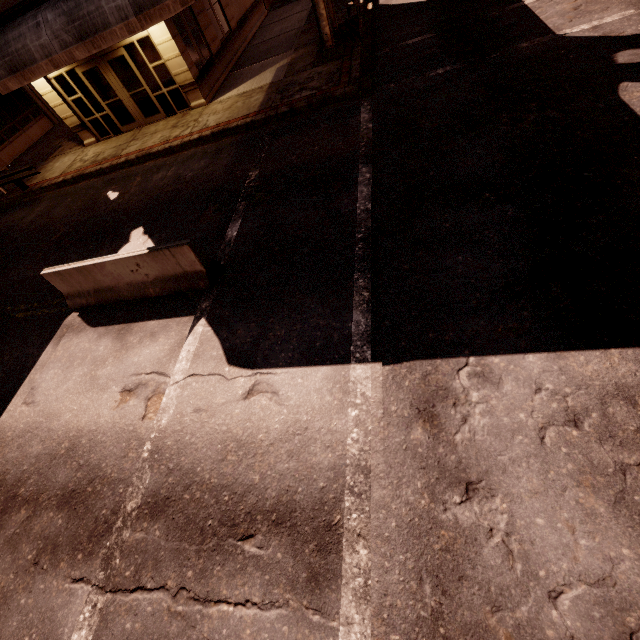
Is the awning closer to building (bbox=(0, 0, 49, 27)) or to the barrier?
building (bbox=(0, 0, 49, 27))

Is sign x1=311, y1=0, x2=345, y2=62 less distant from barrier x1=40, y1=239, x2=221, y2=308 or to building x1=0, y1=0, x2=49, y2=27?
building x1=0, y1=0, x2=49, y2=27

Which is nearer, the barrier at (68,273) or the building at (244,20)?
the barrier at (68,273)

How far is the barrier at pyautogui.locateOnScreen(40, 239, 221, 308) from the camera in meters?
6.3 m

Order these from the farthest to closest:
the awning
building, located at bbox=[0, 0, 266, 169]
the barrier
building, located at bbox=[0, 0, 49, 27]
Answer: building, located at bbox=[0, 0, 266, 169], building, located at bbox=[0, 0, 49, 27], the awning, the barrier

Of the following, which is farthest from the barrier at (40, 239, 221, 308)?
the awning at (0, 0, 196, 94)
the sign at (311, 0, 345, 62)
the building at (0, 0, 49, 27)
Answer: the sign at (311, 0, 345, 62)

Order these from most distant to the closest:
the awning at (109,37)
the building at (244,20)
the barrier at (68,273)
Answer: the building at (244,20)
the awning at (109,37)
the barrier at (68,273)

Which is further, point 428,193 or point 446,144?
point 446,144
